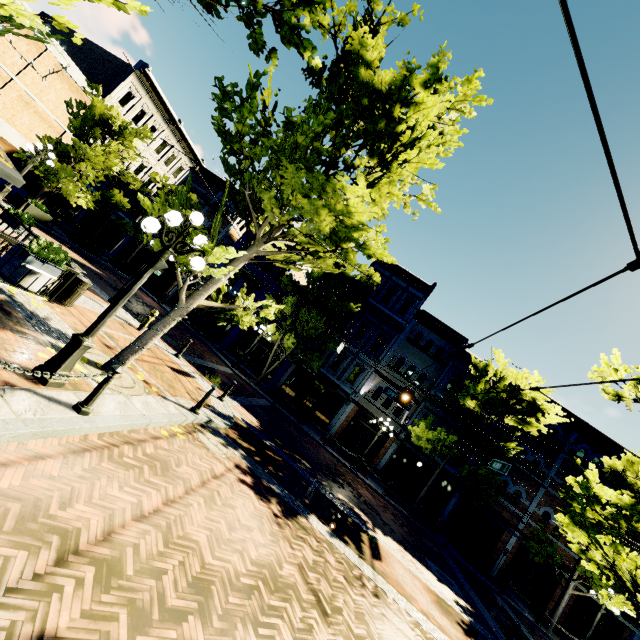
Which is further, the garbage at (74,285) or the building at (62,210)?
the building at (62,210)

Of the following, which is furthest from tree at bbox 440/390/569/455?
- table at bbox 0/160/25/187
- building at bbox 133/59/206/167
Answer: building at bbox 133/59/206/167

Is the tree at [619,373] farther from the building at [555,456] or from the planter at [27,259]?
the planter at [27,259]

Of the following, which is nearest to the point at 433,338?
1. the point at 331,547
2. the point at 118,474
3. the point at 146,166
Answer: the point at 331,547

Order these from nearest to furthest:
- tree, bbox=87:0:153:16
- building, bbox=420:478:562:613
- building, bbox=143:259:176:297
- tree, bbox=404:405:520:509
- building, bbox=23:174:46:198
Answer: tree, bbox=87:0:153:16 < tree, bbox=404:405:520:509 < building, bbox=420:478:562:613 < building, bbox=23:174:46:198 < building, bbox=143:259:176:297

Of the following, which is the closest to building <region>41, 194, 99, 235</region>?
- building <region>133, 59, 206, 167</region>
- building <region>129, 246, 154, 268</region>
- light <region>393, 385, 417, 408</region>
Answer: building <region>133, 59, 206, 167</region>

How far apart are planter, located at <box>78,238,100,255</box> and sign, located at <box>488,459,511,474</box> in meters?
26.0 m

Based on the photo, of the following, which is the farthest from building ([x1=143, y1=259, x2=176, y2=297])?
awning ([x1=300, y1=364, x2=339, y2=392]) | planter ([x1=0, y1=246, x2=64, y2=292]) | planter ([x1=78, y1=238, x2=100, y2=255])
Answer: planter ([x1=0, y1=246, x2=64, y2=292])
